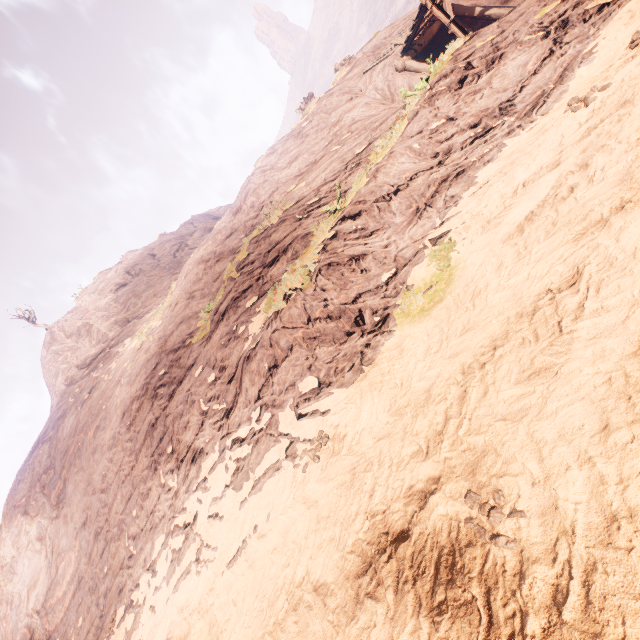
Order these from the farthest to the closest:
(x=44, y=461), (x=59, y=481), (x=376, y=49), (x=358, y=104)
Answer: (x=44, y=461) → (x=59, y=481) → (x=376, y=49) → (x=358, y=104)
